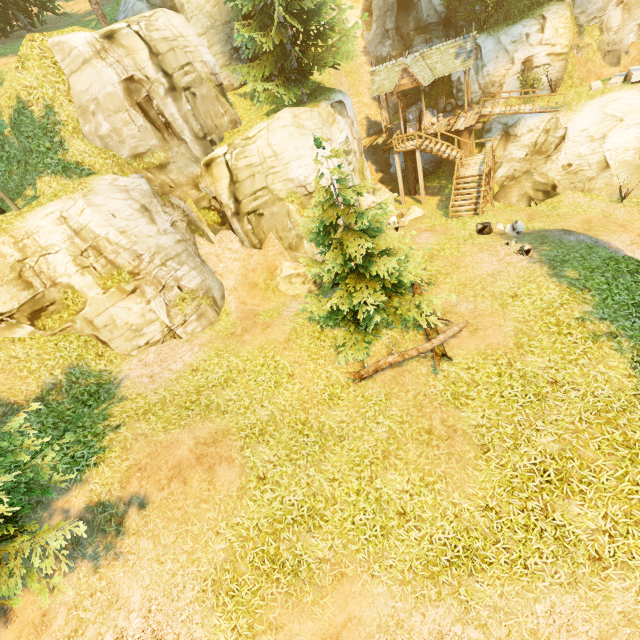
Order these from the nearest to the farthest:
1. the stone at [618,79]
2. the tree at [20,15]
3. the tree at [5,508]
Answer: the tree at [5,508], the tree at [20,15], the stone at [618,79]

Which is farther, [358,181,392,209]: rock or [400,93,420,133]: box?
[400,93,420,133]: box

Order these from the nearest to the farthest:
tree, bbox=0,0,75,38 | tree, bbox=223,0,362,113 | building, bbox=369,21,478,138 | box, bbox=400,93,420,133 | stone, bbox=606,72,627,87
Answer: tree, bbox=223,0,362,113
tree, bbox=0,0,75,38
stone, bbox=606,72,627,87
building, bbox=369,21,478,138
box, bbox=400,93,420,133

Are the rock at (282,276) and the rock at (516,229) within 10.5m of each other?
yes

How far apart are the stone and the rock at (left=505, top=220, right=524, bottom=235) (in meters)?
13.09

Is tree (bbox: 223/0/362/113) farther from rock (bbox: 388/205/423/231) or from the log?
rock (bbox: 388/205/423/231)

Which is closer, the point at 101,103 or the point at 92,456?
the point at 92,456

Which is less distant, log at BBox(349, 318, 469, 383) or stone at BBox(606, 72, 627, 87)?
log at BBox(349, 318, 469, 383)
